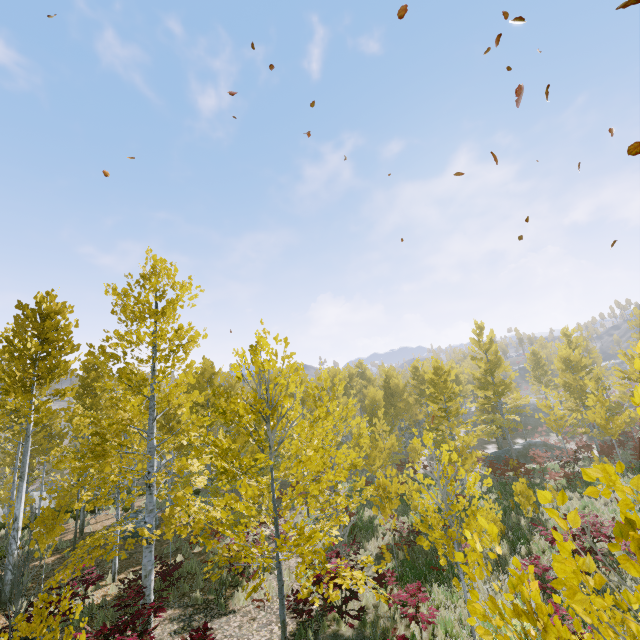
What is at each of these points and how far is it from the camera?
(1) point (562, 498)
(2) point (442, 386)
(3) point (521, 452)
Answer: (1) instancedfoliageactor, 1.3m
(2) instancedfoliageactor, 20.2m
(3) rock, 29.3m

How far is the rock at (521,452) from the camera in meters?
29.0

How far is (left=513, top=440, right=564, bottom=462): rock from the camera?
29.0m

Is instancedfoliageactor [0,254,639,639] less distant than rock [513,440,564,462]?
Yes

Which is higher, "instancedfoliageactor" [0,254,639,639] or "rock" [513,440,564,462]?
"instancedfoliageactor" [0,254,639,639]

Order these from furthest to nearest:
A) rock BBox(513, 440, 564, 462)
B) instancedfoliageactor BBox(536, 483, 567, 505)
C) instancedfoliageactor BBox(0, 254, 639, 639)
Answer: rock BBox(513, 440, 564, 462)
instancedfoliageactor BBox(0, 254, 639, 639)
instancedfoliageactor BBox(536, 483, 567, 505)

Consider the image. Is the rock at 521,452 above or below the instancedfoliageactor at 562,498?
below

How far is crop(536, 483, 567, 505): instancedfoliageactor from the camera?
1.29m
